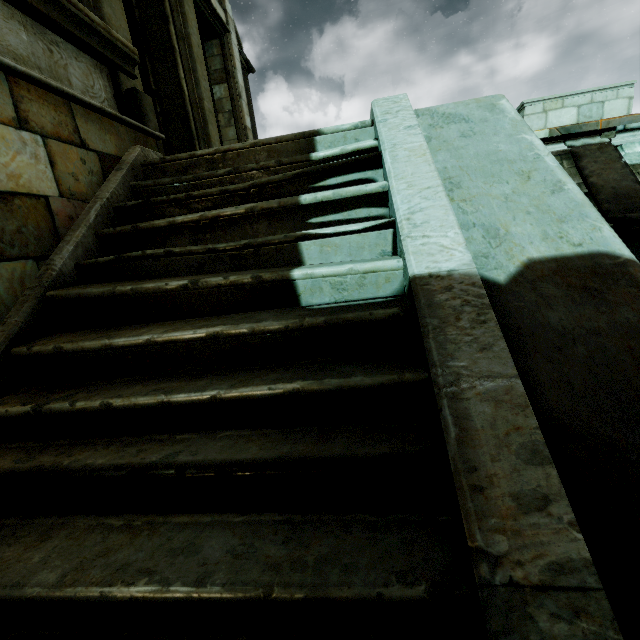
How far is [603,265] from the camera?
1.6 meters

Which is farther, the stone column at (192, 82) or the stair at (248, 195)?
the stone column at (192, 82)

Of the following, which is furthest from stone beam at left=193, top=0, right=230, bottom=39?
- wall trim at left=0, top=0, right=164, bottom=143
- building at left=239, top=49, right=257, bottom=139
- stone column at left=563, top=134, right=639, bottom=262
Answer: stone column at left=563, top=134, right=639, bottom=262

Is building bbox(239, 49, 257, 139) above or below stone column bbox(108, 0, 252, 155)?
above

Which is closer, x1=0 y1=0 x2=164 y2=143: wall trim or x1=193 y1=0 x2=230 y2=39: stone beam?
x1=0 y1=0 x2=164 y2=143: wall trim

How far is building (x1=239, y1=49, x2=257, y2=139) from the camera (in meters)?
10.18

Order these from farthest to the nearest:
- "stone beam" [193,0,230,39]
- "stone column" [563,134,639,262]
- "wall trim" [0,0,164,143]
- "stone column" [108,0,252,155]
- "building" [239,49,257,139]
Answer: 1. "building" [239,49,257,139]
2. "stone beam" [193,0,230,39]
3. "stone column" [563,134,639,262]
4. "stone column" [108,0,252,155]
5. "wall trim" [0,0,164,143]

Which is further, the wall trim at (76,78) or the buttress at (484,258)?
the wall trim at (76,78)
